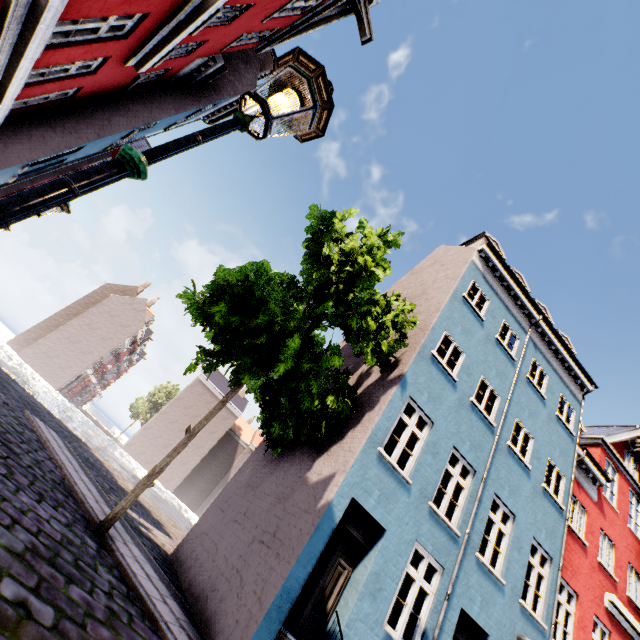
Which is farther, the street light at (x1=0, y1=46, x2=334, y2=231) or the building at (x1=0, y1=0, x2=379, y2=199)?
the building at (x1=0, y1=0, x2=379, y2=199)

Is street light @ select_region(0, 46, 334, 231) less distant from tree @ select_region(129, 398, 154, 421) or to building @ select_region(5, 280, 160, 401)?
building @ select_region(5, 280, 160, 401)

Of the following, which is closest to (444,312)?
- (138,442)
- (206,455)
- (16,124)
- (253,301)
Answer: (253,301)

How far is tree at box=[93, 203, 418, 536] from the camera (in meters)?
7.54

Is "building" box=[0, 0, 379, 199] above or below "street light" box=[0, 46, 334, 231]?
above

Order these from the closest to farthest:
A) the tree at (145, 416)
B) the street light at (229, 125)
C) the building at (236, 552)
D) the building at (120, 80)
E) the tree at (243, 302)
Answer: the street light at (229, 125) → the building at (120, 80) → the building at (236, 552) → the tree at (243, 302) → the tree at (145, 416)

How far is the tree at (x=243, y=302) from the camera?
7.5 meters

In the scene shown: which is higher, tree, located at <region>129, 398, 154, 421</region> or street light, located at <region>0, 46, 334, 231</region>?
tree, located at <region>129, 398, 154, 421</region>
